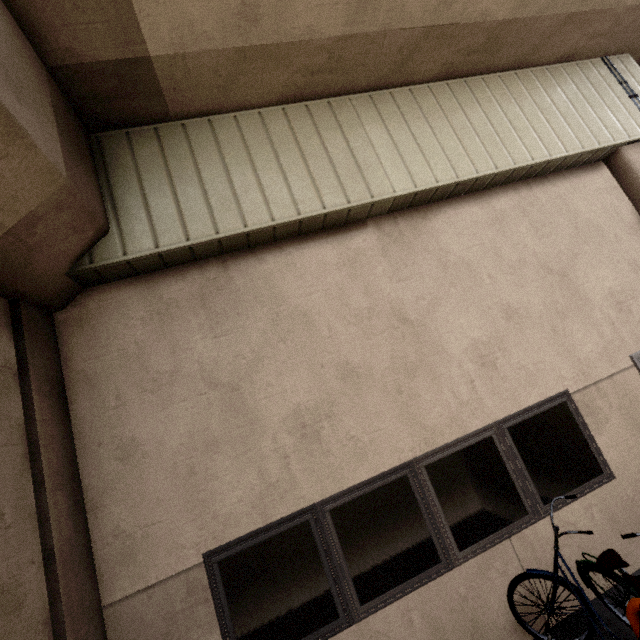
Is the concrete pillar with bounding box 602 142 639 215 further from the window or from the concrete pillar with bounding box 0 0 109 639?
the concrete pillar with bounding box 0 0 109 639

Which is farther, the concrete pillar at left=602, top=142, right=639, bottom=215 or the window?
the concrete pillar at left=602, top=142, right=639, bottom=215

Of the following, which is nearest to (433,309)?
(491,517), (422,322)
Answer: (422,322)

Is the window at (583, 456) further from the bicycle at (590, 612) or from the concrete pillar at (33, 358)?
the concrete pillar at (33, 358)

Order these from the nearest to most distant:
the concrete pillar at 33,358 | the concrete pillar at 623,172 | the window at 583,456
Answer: the concrete pillar at 33,358 → the window at 583,456 → the concrete pillar at 623,172

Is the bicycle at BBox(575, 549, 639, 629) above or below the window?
below

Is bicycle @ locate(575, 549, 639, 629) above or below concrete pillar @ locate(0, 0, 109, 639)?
below

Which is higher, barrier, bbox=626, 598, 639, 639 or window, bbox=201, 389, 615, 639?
window, bbox=201, 389, 615, 639
